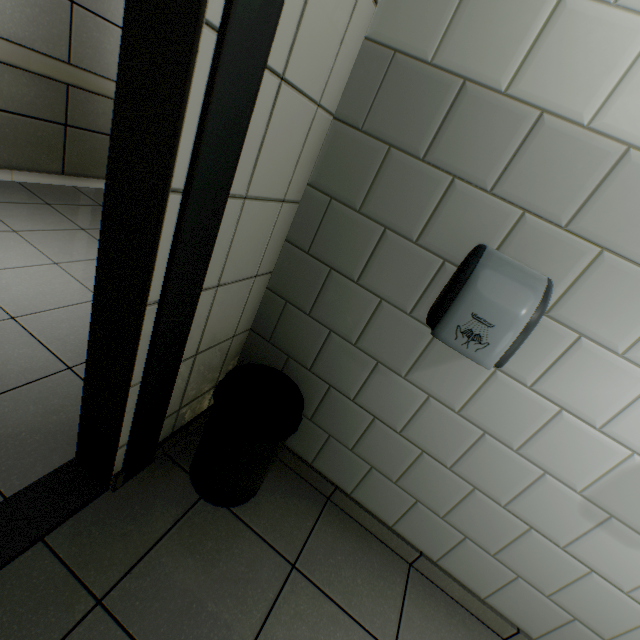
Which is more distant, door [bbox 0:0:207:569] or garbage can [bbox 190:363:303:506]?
garbage can [bbox 190:363:303:506]

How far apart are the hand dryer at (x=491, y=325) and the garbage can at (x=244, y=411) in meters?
0.6

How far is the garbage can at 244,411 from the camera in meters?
1.2 m

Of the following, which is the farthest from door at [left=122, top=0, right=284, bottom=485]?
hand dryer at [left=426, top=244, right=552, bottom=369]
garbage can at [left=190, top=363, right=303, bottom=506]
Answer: hand dryer at [left=426, top=244, right=552, bottom=369]

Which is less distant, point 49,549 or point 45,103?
point 49,549

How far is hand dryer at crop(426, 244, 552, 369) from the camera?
1.0m

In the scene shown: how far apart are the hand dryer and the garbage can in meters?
0.6

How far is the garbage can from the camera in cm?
123
